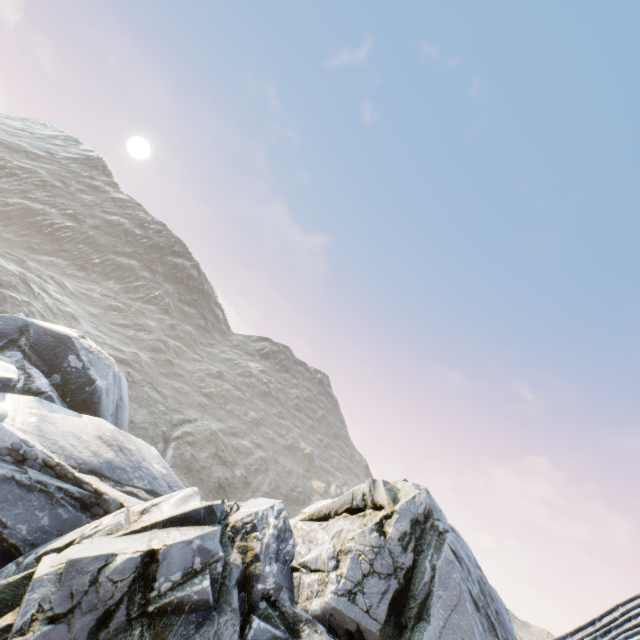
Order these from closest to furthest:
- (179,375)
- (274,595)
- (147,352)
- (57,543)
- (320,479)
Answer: (274,595) < (57,543) < (147,352) < (179,375) < (320,479)
